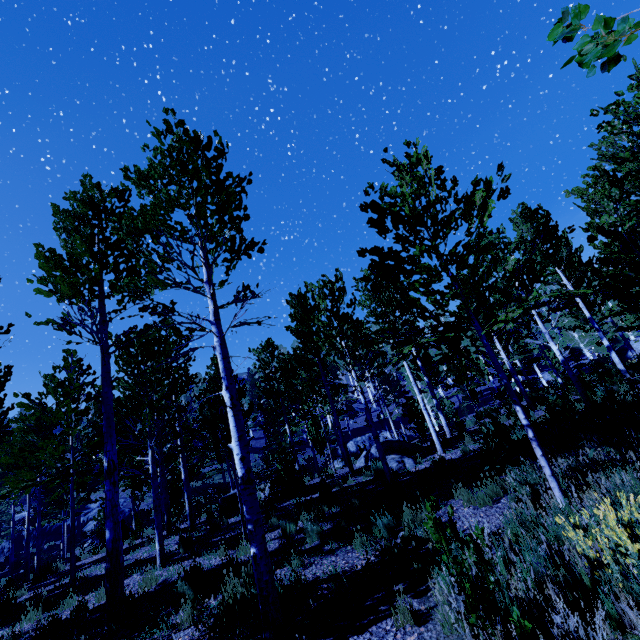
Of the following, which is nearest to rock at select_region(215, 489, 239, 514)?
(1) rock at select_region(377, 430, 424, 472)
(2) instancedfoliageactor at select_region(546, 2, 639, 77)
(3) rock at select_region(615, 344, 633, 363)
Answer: (2) instancedfoliageactor at select_region(546, 2, 639, 77)

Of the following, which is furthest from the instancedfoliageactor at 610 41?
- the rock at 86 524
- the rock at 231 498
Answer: the rock at 231 498

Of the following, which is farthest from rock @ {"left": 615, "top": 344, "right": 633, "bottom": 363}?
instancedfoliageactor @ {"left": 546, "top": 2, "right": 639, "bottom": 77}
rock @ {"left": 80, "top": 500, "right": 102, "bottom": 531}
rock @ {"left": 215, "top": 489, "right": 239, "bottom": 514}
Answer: rock @ {"left": 80, "top": 500, "right": 102, "bottom": 531}

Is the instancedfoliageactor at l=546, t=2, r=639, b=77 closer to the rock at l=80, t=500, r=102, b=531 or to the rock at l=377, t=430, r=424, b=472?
the rock at l=80, t=500, r=102, b=531

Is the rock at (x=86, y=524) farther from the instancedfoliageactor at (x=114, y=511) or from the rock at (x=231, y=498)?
the rock at (x=231, y=498)

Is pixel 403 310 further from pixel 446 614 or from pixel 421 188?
pixel 446 614

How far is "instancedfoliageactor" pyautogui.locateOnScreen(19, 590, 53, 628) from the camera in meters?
6.9
